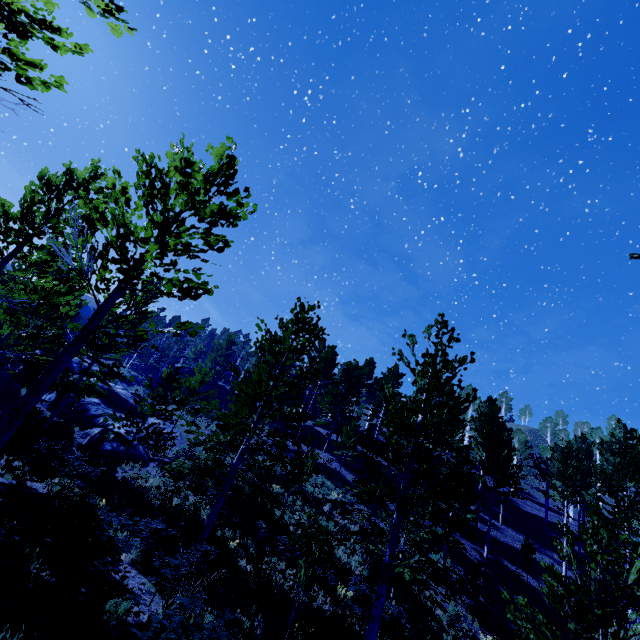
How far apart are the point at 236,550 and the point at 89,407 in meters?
16.5 m

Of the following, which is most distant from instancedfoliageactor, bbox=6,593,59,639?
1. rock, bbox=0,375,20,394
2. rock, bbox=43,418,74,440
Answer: rock, bbox=43,418,74,440

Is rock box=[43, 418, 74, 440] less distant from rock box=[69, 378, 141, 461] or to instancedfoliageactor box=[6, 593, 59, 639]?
rock box=[69, 378, 141, 461]

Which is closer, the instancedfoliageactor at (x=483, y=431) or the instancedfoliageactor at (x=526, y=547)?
the instancedfoliageactor at (x=483, y=431)

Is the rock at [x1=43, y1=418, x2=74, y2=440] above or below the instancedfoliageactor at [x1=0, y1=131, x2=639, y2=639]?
below

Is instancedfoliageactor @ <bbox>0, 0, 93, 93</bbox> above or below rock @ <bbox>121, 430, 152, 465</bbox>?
above
